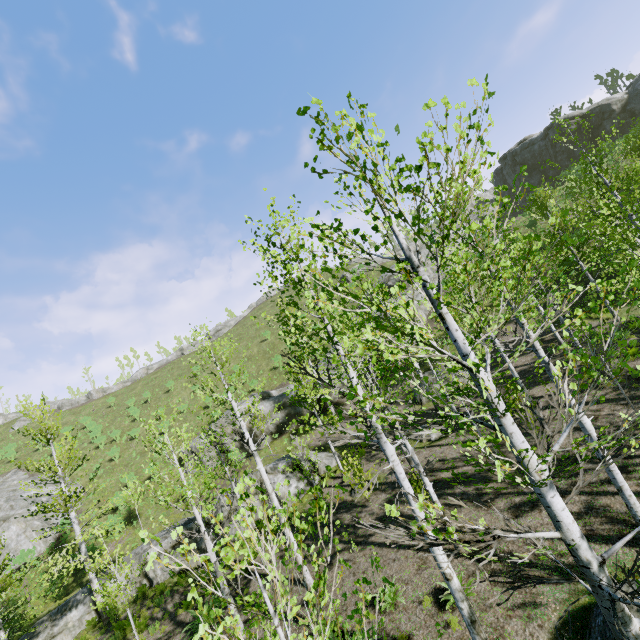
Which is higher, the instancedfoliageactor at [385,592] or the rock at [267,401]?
the rock at [267,401]

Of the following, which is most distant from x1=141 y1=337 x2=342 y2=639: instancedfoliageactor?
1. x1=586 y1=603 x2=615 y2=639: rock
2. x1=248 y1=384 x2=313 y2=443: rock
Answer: x1=248 y1=384 x2=313 y2=443: rock

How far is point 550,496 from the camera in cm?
272

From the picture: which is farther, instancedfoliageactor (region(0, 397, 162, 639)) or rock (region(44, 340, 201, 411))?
rock (region(44, 340, 201, 411))

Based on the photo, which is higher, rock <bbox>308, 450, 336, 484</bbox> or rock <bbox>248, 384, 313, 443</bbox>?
rock <bbox>248, 384, 313, 443</bbox>

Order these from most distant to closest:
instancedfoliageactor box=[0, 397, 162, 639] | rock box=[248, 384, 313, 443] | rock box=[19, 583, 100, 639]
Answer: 1. rock box=[248, 384, 313, 443]
2. rock box=[19, 583, 100, 639]
3. instancedfoliageactor box=[0, 397, 162, 639]

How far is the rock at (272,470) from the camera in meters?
18.4

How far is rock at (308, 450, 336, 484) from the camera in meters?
19.4 m
